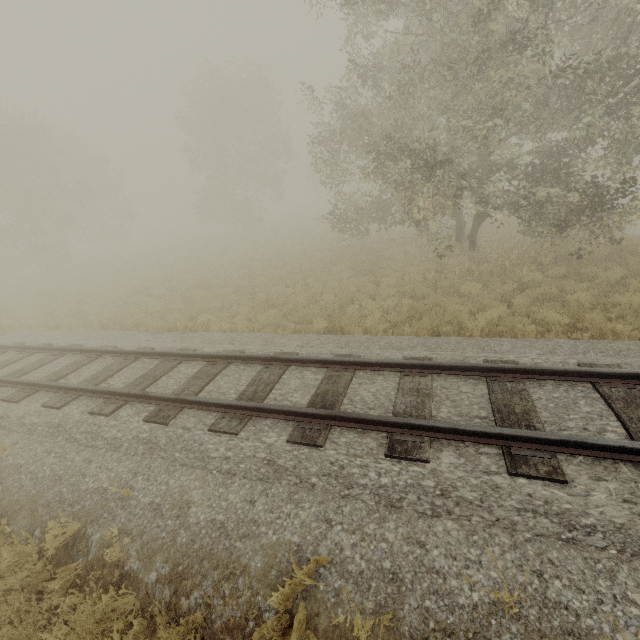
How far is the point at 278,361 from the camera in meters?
6.7
